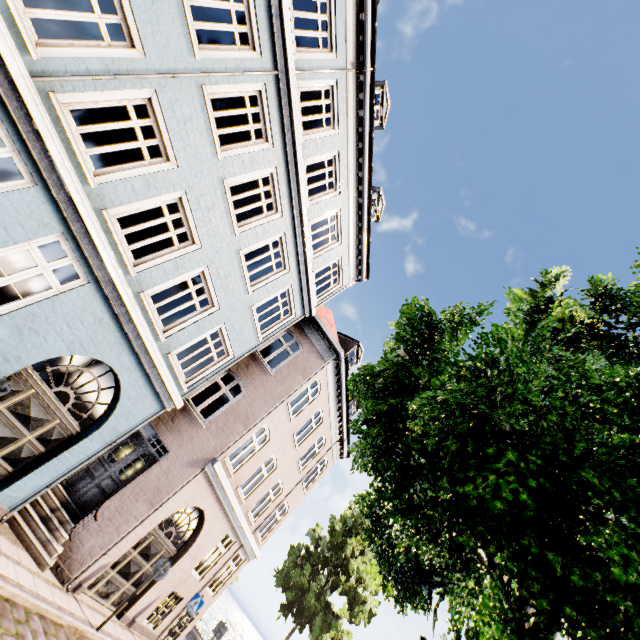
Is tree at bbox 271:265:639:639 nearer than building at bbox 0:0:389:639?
Yes

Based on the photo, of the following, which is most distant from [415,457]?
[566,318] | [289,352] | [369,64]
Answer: [369,64]

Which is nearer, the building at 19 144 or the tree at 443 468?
the tree at 443 468
